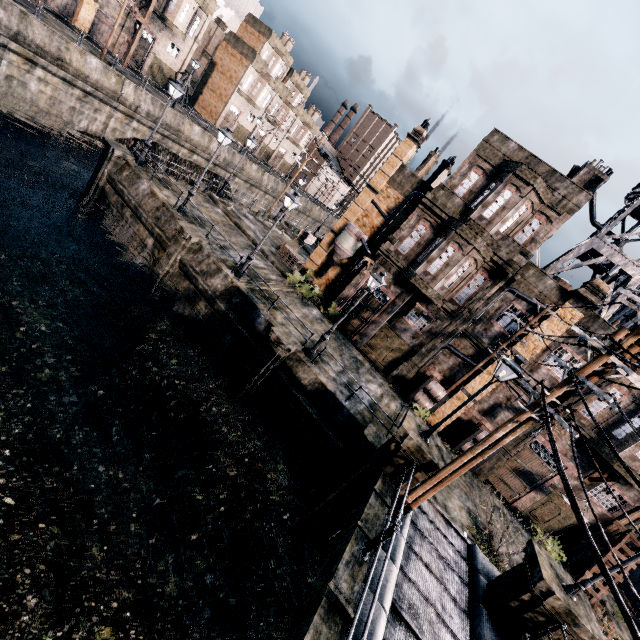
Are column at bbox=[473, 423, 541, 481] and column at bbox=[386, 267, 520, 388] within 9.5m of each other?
yes

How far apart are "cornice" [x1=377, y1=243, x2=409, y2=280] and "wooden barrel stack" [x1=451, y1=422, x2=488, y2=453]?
10.5m

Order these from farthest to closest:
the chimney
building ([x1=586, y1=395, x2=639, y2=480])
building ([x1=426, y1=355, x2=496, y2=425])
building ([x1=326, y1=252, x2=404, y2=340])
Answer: the chimney
building ([x1=326, y1=252, x2=404, y2=340])
building ([x1=426, y1=355, x2=496, y2=425])
building ([x1=586, y1=395, x2=639, y2=480])

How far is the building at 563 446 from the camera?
19.33m

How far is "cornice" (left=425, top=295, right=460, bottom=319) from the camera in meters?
21.2

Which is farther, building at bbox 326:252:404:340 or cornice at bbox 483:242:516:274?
building at bbox 326:252:404:340

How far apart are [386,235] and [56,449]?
24.1 meters

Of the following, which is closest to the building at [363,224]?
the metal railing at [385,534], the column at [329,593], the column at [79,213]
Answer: the column at [329,593]
